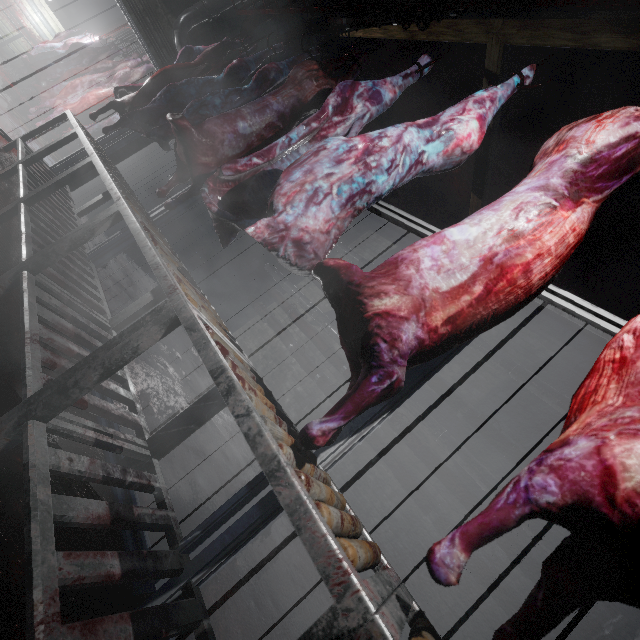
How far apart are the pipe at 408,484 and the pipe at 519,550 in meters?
0.1 m

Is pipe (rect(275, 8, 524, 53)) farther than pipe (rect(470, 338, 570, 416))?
No

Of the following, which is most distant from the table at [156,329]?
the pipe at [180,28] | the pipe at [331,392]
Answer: the pipe at [331,392]

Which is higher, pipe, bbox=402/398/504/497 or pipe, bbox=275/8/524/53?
pipe, bbox=275/8/524/53

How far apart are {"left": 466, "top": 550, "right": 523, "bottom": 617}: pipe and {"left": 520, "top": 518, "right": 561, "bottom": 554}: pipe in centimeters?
11cm

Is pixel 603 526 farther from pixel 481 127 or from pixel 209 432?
pixel 209 432

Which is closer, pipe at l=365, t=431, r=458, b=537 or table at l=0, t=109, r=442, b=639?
table at l=0, t=109, r=442, b=639

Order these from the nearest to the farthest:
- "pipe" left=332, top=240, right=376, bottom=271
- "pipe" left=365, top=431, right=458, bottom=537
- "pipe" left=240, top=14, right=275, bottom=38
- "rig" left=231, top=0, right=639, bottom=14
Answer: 1. "rig" left=231, top=0, right=639, bottom=14
2. "pipe" left=365, top=431, right=458, bottom=537
3. "pipe" left=240, top=14, right=275, bottom=38
4. "pipe" left=332, top=240, right=376, bottom=271
